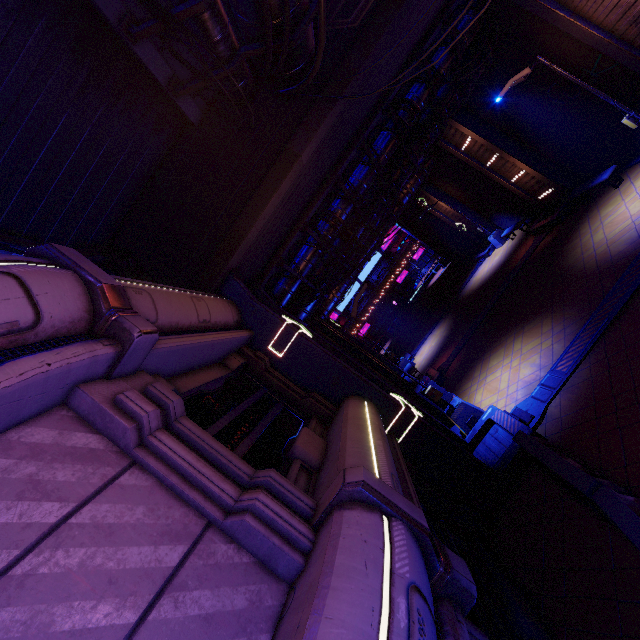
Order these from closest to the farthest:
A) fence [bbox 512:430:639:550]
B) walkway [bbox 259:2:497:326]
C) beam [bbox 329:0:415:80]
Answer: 1. fence [bbox 512:430:639:550]
2. beam [bbox 329:0:415:80]
3. walkway [bbox 259:2:497:326]

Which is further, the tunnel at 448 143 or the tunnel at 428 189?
the tunnel at 428 189

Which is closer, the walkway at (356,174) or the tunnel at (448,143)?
the walkway at (356,174)

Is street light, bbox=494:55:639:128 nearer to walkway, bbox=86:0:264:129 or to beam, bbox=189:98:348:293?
beam, bbox=189:98:348:293

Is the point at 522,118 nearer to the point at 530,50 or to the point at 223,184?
the point at 530,50

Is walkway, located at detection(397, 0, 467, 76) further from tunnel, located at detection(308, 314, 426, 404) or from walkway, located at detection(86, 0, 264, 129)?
walkway, located at detection(86, 0, 264, 129)

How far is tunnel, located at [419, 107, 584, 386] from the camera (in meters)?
16.19
